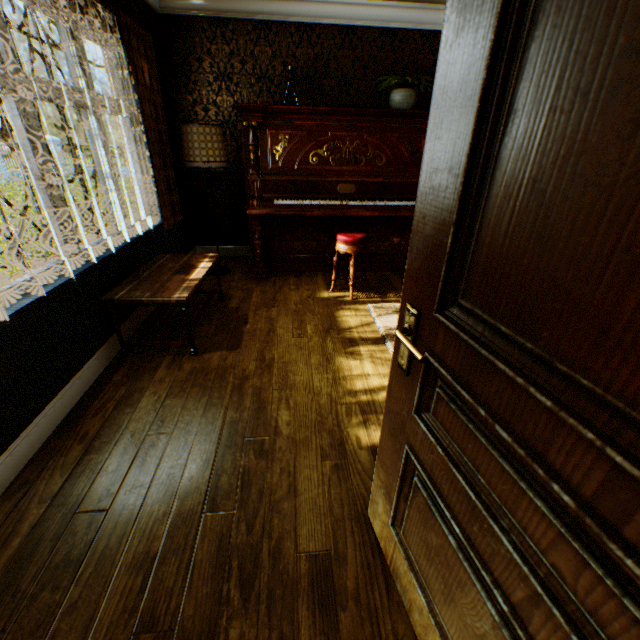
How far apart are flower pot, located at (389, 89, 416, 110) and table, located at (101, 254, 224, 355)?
2.87m

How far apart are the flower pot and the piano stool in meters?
1.7 m

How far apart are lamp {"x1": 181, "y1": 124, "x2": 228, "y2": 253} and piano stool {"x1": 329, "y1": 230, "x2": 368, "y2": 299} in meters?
1.6

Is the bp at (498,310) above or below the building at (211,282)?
above

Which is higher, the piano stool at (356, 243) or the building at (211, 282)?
the piano stool at (356, 243)

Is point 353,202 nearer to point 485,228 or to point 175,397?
point 175,397

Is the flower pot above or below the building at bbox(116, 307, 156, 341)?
above

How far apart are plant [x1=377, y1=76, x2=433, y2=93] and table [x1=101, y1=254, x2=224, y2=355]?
2.84m
